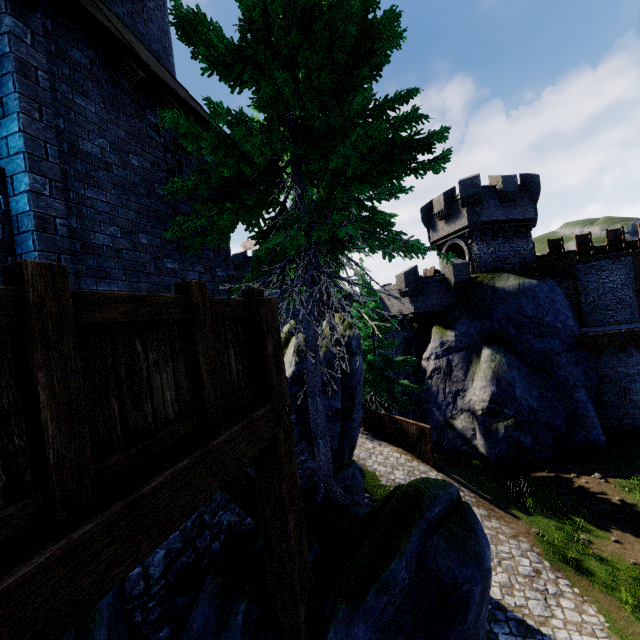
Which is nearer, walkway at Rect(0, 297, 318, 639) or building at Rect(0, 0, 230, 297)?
walkway at Rect(0, 297, 318, 639)

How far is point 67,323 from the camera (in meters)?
1.43

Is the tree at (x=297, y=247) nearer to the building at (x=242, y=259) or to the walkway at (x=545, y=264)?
the walkway at (x=545, y=264)

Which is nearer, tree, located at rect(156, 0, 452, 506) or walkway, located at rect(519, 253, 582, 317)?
tree, located at rect(156, 0, 452, 506)

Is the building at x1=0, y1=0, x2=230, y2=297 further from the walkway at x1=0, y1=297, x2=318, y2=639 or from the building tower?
the building tower

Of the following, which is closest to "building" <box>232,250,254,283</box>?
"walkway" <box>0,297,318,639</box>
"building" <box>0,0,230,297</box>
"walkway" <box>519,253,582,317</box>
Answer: "walkway" <box>519,253,582,317</box>

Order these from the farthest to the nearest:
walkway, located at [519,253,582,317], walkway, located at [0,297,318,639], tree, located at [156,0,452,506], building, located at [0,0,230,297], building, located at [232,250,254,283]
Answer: building, located at [232,250,254,283]
walkway, located at [519,253,582,317]
tree, located at [156,0,452,506]
building, located at [0,0,230,297]
walkway, located at [0,297,318,639]

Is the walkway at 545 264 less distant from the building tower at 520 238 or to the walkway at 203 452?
the building tower at 520 238
